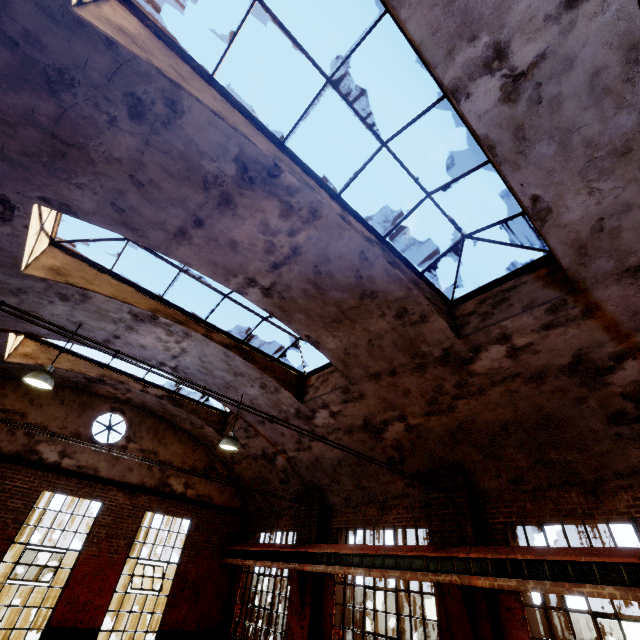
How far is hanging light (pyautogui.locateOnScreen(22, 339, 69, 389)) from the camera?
6.76m

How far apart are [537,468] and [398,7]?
7.9 meters

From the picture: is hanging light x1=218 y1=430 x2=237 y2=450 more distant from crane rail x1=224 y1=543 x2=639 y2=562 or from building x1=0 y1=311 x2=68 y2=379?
crane rail x1=224 y1=543 x2=639 y2=562

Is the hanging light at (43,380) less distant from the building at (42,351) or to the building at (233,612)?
the building at (42,351)

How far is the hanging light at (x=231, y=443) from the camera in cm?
897

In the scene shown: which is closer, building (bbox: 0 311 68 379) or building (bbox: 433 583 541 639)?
building (bbox: 433 583 541 639)

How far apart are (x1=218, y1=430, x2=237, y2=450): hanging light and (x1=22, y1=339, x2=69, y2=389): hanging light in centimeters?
419cm

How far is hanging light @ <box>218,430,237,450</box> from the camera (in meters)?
8.97
